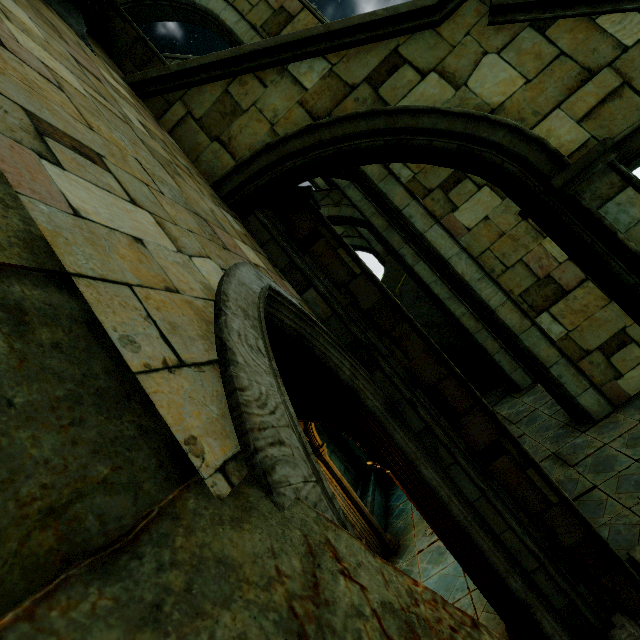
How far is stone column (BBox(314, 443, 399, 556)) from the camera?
8.38m

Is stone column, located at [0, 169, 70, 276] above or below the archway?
above

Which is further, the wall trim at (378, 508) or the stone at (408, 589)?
the wall trim at (378, 508)

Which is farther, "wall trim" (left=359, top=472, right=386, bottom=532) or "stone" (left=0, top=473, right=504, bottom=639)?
"wall trim" (left=359, top=472, right=386, bottom=532)

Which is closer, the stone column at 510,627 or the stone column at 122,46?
the stone column at 510,627

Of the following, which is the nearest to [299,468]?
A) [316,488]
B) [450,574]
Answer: [316,488]

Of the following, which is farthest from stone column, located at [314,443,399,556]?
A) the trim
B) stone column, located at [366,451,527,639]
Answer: the trim

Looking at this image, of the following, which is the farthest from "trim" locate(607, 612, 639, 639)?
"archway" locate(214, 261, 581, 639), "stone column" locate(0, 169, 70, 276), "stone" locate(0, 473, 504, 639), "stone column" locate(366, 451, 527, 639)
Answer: "stone column" locate(0, 169, 70, 276)
